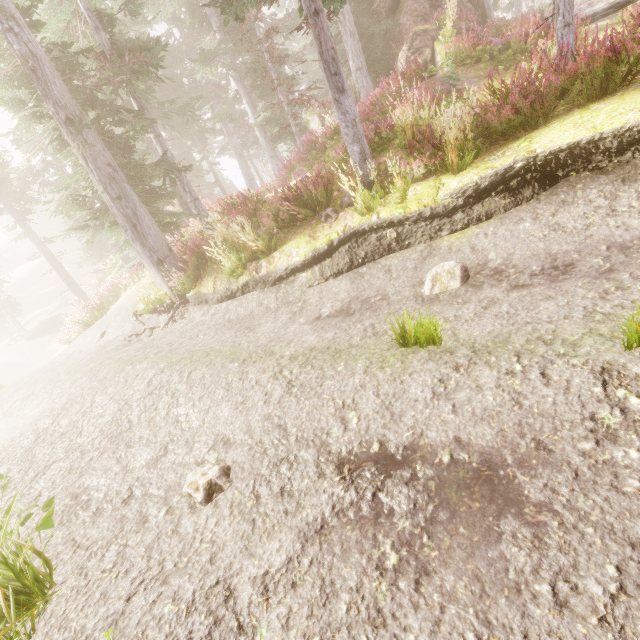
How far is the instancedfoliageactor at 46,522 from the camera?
3.0 meters

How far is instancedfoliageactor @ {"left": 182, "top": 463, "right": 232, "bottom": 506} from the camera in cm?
301

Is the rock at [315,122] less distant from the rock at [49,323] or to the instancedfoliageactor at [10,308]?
the instancedfoliageactor at [10,308]

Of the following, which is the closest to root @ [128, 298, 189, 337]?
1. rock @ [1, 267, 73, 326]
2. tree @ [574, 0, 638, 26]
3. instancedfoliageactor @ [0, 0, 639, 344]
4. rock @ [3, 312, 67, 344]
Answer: instancedfoliageactor @ [0, 0, 639, 344]

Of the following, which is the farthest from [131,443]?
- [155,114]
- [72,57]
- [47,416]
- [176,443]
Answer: [155,114]

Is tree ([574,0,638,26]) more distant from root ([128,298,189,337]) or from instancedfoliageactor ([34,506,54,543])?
root ([128,298,189,337])

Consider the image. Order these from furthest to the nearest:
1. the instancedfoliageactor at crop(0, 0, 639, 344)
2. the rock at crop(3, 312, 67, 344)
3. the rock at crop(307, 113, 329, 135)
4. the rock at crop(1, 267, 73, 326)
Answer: the rock at crop(1, 267, 73, 326) < the rock at crop(3, 312, 67, 344) < the rock at crop(307, 113, 329, 135) < the instancedfoliageactor at crop(0, 0, 639, 344)
